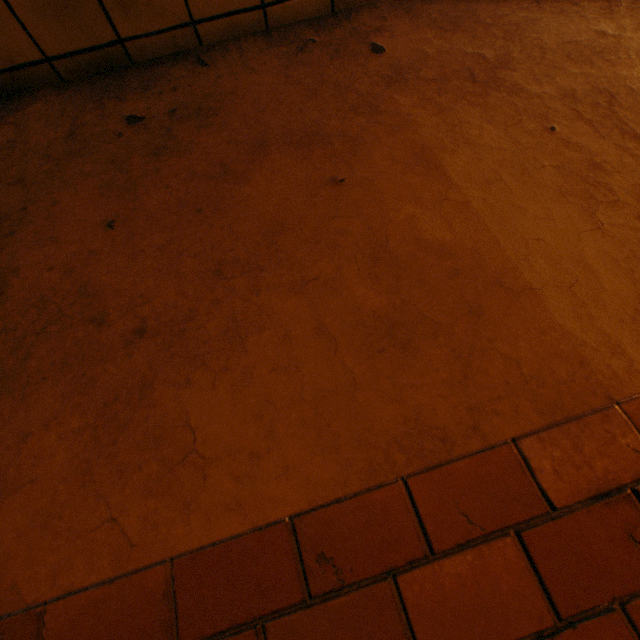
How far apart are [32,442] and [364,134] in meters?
1.3 m
